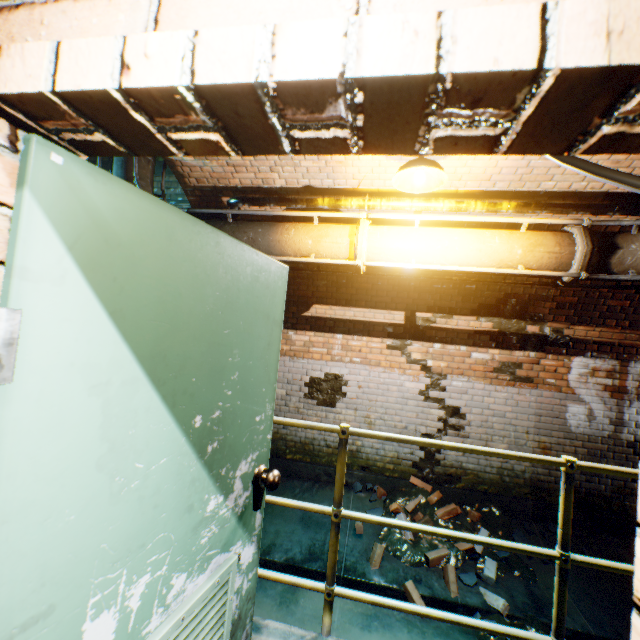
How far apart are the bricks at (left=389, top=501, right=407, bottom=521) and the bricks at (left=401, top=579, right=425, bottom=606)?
0.6m

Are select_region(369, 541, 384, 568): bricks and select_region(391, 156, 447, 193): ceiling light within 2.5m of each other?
no

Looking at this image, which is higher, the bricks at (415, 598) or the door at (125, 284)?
the door at (125, 284)

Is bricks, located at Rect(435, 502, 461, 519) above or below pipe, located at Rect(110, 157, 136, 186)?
below

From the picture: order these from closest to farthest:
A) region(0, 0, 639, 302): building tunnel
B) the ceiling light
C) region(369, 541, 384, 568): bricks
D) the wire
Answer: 1. region(0, 0, 639, 302): building tunnel
2. the wire
3. the ceiling light
4. region(369, 541, 384, 568): bricks

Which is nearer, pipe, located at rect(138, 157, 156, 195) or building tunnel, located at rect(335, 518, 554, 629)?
building tunnel, located at rect(335, 518, 554, 629)

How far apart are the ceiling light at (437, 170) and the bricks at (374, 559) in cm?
399

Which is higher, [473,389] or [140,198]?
[140,198]
